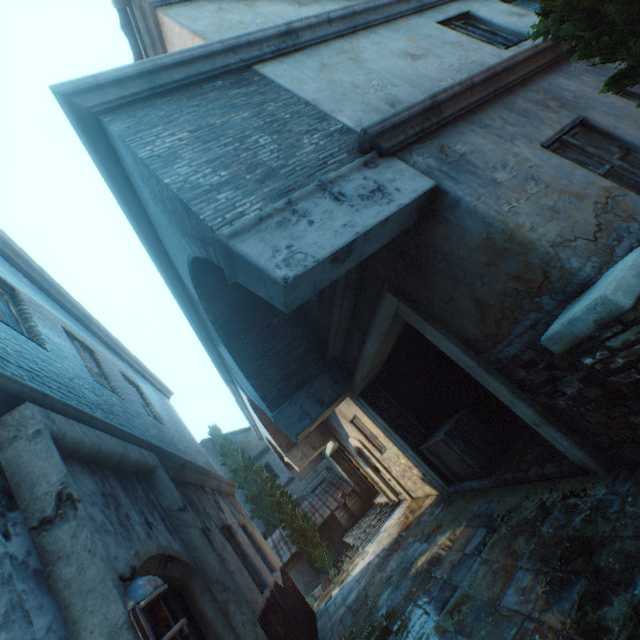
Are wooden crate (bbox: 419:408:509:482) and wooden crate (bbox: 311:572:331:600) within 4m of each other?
no

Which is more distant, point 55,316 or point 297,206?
point 55,316

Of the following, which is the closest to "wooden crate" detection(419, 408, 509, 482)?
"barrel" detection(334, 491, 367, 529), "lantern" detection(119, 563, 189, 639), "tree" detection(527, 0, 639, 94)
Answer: "tree" detection(527, 0, 639, 94)

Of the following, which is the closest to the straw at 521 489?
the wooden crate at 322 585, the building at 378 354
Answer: the building at 378 354

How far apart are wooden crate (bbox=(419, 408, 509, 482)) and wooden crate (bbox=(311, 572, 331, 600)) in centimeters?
978cm

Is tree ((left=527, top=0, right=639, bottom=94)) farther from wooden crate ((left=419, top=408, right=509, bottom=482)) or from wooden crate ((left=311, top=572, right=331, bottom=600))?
wooden crate ((left=311, top=572, right=331, bottom=600))

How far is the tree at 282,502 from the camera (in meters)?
14.20

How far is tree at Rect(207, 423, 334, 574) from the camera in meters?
14.2
